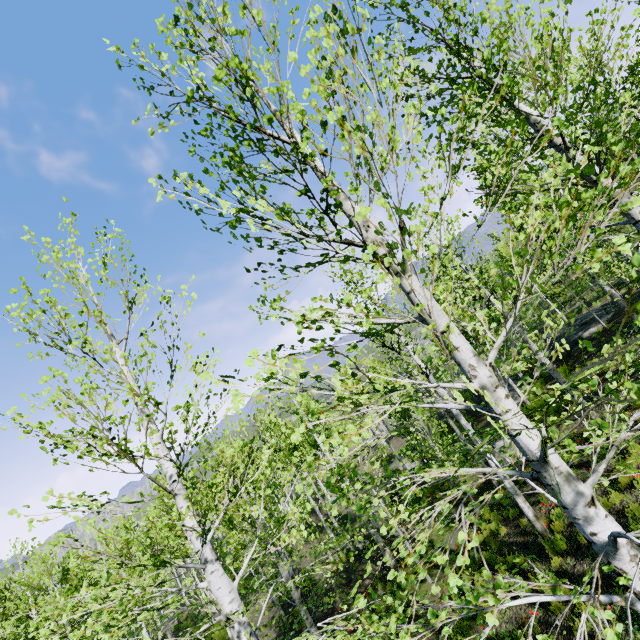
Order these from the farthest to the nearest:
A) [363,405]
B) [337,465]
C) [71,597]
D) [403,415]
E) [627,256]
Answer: [363,405] < [403,415] < [71,597] < [337,465] < [627,256]

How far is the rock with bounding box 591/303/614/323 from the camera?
17.8m

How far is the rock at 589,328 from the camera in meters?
17.9 m
